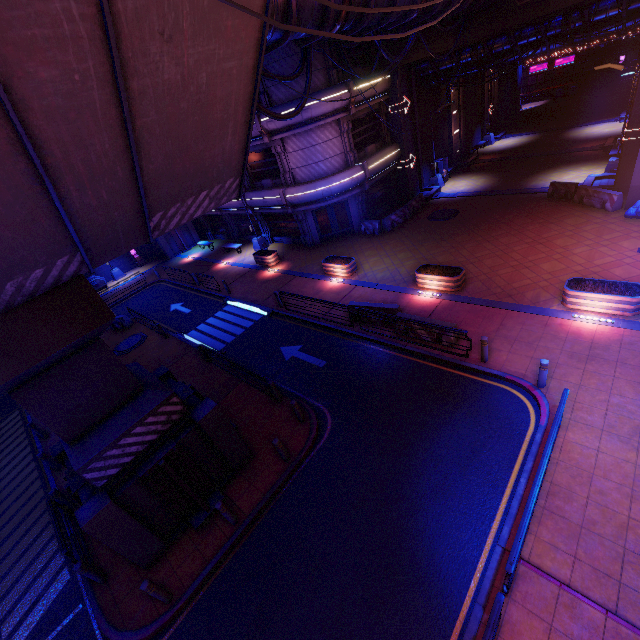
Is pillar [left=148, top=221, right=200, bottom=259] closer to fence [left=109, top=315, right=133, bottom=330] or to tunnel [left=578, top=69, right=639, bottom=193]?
fence [left=109, top=315, right=133, bottom=330]

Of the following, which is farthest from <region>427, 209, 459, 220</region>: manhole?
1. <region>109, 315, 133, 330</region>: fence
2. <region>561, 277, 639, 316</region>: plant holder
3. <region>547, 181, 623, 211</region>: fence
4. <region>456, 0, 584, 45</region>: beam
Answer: <region>109, 315, 133, 330</region>: fence

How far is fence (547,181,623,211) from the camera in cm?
1684

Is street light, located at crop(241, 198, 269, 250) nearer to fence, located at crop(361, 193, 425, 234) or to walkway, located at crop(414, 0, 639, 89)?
fence, located at crop(361, 193, 425, 234)

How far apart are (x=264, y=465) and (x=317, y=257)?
15.68m

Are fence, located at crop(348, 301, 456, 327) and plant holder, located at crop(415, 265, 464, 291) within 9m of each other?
yes

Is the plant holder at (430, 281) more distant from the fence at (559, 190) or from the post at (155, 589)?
the post at (155, 589)

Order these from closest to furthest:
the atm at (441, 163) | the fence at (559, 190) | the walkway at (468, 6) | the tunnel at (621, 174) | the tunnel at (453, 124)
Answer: the walkway at (468, 6)
the tunnel at (621, 174)
the fence at (559, 190)
the tunnel at (453, 124)
the atm at (441, 163)
